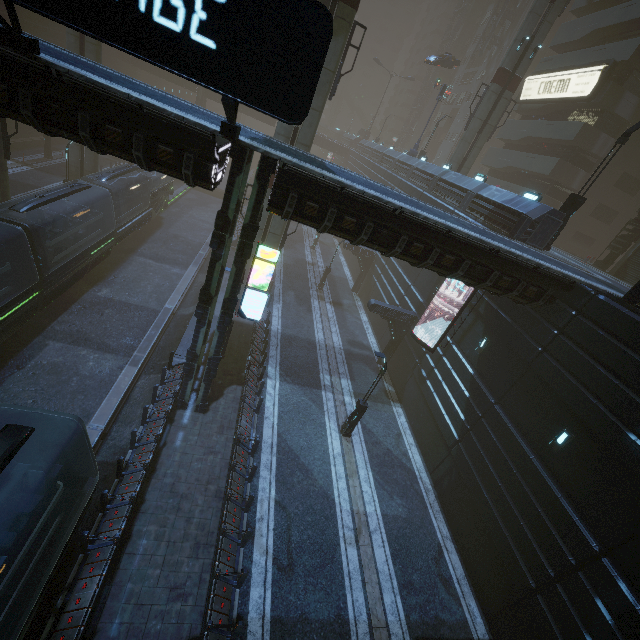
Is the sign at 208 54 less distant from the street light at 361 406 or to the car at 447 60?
the street light at 361 406

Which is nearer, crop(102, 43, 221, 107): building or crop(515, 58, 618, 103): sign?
crop(515, 58, 618, 103): sign

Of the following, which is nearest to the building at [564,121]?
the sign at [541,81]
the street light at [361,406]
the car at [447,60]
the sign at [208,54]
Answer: the sign at [541,81]

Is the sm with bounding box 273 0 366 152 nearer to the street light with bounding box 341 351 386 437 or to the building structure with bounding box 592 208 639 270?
the street light with bounding box 341 351 386 437

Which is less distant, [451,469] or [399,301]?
[451,469]

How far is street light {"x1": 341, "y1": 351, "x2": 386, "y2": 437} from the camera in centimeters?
1522cm

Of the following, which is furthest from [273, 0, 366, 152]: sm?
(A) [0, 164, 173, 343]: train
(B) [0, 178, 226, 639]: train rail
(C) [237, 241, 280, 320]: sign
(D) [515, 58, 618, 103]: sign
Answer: (C) [237, 241, 280, 320]: sign

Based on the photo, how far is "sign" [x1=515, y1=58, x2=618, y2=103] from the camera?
26.6 meters
